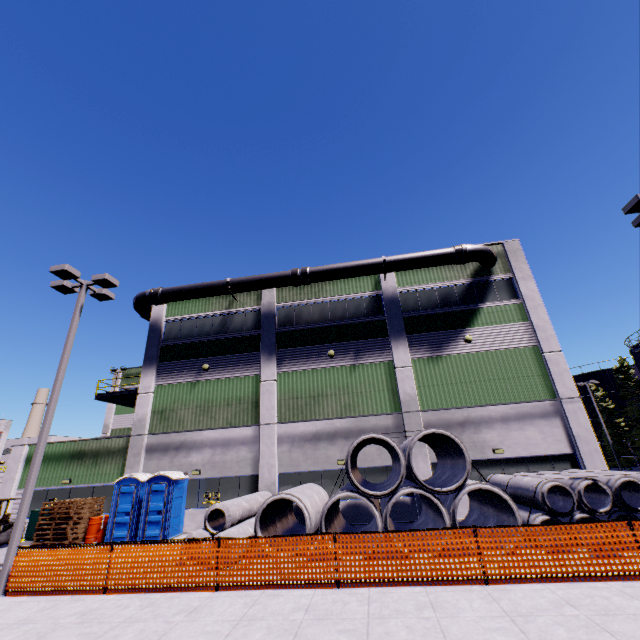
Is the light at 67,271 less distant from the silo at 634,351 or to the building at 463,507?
the building at 463,507

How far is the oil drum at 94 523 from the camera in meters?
15.8

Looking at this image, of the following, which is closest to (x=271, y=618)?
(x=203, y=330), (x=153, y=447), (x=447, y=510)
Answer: (x=447, y=510)

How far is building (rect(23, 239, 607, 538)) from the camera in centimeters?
1677cm

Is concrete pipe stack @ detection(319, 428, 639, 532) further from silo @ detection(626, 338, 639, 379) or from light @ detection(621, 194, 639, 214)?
light @ detection(621, 194, 639, 214)

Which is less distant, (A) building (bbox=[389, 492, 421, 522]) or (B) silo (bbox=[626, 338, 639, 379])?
(A) building (bbox=[389, 492, 421, 522])

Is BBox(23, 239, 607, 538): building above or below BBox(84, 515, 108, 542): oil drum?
above

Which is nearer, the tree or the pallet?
the pallet
